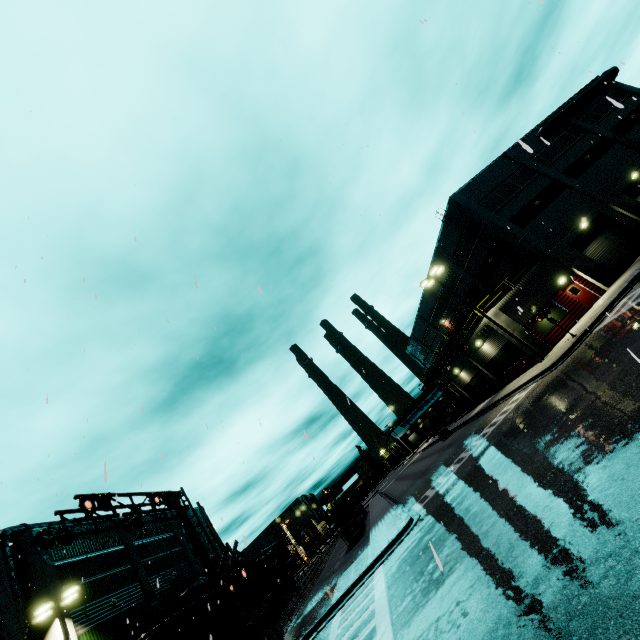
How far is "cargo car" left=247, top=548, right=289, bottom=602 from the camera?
30.0 meters

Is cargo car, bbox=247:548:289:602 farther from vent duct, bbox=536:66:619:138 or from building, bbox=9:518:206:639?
vent duct, bbox=536:66:619:138

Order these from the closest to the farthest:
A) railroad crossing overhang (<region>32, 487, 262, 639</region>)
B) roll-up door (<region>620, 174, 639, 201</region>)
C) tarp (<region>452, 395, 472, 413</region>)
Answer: railroad crossing overhang (<region>32, 487, 262, 639</region>), roll-up door (<region>620, 174, 639, 201</region>), tarp (<region>452, 395, 472, 413</region>)

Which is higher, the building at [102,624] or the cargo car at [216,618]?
the building at [102,624]

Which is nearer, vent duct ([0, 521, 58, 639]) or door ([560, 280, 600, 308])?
vent duct ([0, 521, 58, 639])

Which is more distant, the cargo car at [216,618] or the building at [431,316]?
the building at [431,316]

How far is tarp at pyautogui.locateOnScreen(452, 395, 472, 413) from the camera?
39.31m

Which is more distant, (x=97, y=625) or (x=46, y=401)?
(x=97, y=625)
